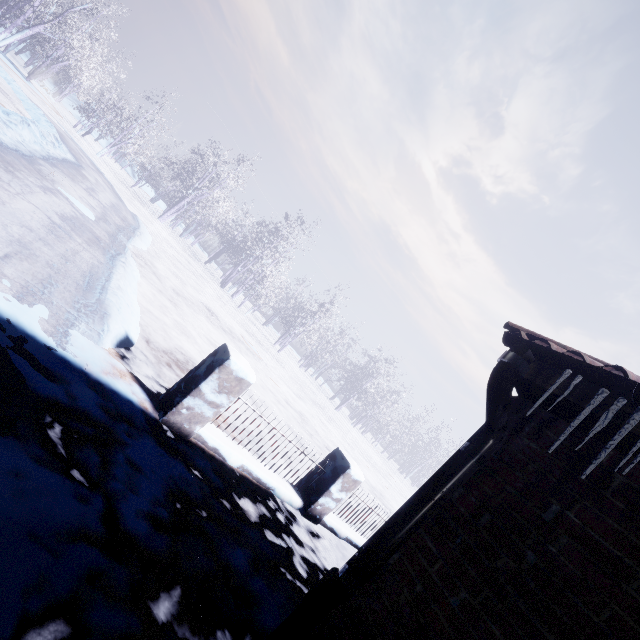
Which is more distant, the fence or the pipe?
the fence

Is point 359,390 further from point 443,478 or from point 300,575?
point 443,478

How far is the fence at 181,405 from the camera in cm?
320

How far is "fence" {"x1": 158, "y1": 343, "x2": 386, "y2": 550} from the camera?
3.2m

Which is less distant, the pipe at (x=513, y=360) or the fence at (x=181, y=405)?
the pipe at (x=513, y=360)
